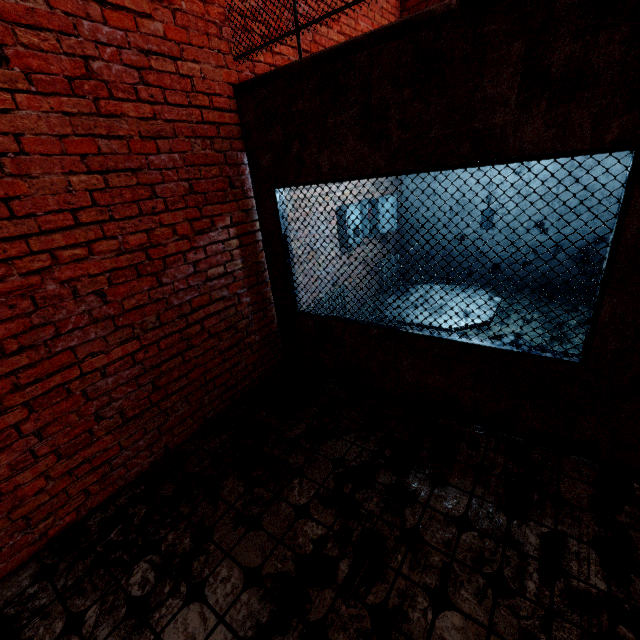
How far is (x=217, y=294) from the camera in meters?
3.2
